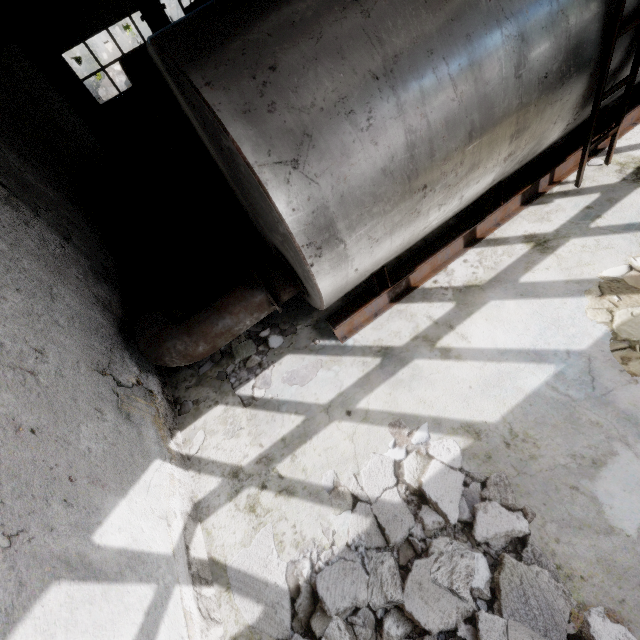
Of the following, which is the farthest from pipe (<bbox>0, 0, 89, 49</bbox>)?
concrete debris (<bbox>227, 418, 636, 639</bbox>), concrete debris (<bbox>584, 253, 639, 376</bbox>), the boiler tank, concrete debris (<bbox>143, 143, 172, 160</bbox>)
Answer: concrete debris (<bbox>584, 253, 639, 376</bbox>)

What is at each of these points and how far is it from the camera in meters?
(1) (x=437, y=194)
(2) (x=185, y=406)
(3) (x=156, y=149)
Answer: (1) boiler tank, 3.6
(2) concrete debris, 5.1
(3) concrete debris, 17.2

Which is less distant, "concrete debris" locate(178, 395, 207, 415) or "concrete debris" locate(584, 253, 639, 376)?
"concrete debris" locate(584, 253, 639, 376)

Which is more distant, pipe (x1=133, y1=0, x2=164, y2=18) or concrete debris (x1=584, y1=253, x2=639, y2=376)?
pipe (x1=133, y1=0, x2=164, y2=18)

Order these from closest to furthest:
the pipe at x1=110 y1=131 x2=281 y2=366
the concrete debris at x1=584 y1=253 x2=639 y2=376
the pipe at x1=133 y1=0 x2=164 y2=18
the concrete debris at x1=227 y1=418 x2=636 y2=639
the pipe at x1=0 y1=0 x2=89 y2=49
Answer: the concrete debris at x1=227 y1=418 x2=636 y2=639 < the concrete debris at x1=584 y1=253 x2=639 y2=376 < the pipe at x1=110 y1=131 x2=281 y2=366 < the pipe at x1=0 y1=0 x2=89 y2=49 < the pipe at x1=133 y1=0 x2=164 y2=18

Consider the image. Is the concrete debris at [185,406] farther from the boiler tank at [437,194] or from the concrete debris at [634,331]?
the concrete debris at [634,331]

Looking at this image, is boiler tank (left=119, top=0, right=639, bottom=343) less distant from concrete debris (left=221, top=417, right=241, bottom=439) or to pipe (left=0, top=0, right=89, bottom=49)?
concrete debris (left=221, top=417, right=241, bottom=439)

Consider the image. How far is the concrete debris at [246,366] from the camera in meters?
4.8 m
